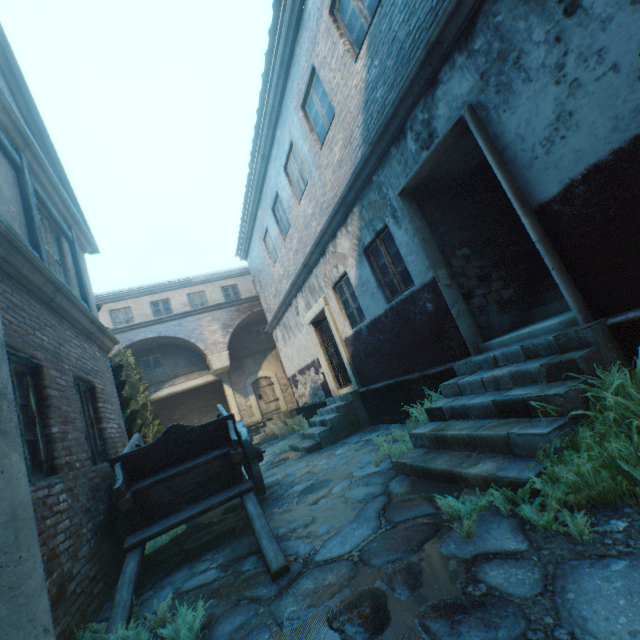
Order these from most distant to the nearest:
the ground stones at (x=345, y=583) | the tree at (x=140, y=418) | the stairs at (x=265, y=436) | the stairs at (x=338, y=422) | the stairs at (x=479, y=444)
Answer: the stairs at (x=265, y=436) → the stairs at (x=338, y=422) → the tree at (x=140, y=418) → the stairs at (x=479, y=444) → the ground stones at (x=345, y=583)

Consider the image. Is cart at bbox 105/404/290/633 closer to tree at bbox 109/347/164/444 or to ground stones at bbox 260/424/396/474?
ground stones at bbox 260/424/396/474

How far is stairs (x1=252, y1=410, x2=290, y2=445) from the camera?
14.1 meters

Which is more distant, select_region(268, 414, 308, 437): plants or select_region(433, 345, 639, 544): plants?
select_region(268, 414, 308, 437): plants

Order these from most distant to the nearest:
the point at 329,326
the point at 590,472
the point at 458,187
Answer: the point at 329,326
the point at 458,187
the point at 590,472

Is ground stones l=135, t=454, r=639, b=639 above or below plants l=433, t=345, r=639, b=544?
below

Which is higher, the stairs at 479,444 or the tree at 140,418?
the tree at 140,418

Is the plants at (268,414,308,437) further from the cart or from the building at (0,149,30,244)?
the cart
